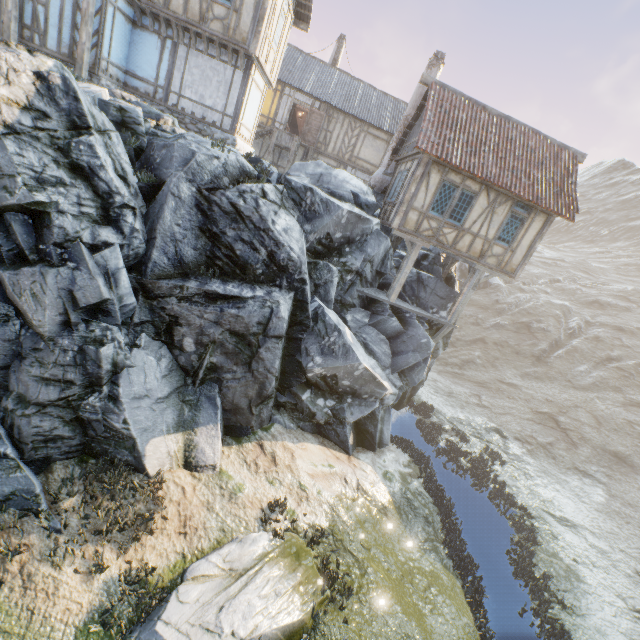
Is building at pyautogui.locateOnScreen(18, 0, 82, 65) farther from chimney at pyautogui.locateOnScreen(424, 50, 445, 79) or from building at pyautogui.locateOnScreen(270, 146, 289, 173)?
chimney at pyautogui.locateOnScreen(424, 50, 445, 79)

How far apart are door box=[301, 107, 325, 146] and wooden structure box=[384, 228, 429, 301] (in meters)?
12.45

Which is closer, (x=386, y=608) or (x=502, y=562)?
(x=386, y=608)

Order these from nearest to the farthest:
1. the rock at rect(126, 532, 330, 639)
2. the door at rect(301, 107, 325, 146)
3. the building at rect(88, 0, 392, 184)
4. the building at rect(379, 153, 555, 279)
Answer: the rock at rect(126, 532, 330, 639), the building at rect(88, 0, 392, 184), the building at rect(379, 153, 555, 279), the door at rect(301, 107, 325, 146)

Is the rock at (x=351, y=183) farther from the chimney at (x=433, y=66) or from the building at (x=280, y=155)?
the building at (x=280, y=155)

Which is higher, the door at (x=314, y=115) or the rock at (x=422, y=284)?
the door at (x=314, y=115)

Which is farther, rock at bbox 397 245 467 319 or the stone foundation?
Result: rock at bbox 397 245 467 319

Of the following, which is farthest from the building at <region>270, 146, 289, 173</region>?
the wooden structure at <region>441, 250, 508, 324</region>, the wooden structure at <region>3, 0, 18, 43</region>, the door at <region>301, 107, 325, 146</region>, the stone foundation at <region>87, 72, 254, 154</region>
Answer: the wooden structure at <region>3, 0, 18, 43</region>
